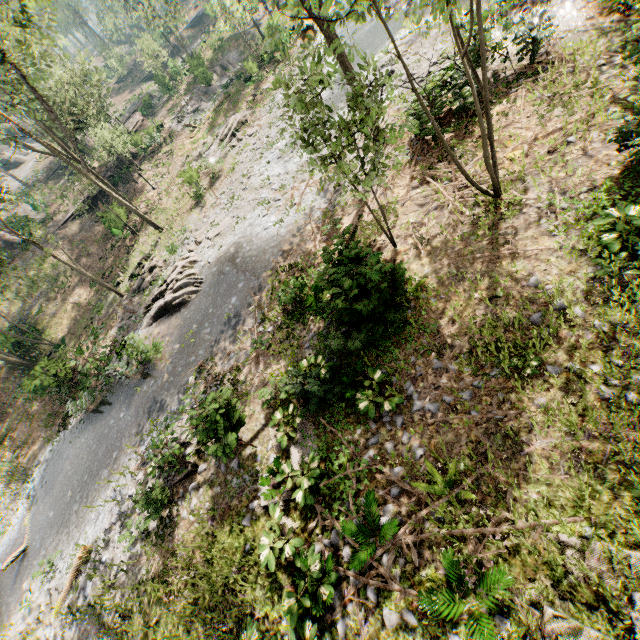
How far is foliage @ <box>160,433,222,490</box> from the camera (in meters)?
8.82

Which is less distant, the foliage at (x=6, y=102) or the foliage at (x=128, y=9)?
the foliage at (x=6, y=102)

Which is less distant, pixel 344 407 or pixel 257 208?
pixel 344 407

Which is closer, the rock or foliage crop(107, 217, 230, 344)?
foliage crop(107, 217, 230, 344)

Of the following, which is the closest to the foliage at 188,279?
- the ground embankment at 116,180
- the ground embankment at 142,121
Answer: the ground embankment at 142,121

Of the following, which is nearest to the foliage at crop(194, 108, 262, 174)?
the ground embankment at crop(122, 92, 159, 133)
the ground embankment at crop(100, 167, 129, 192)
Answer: the ground embankment at crop(122, 92, 159, 133)

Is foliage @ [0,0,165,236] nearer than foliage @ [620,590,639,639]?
No
